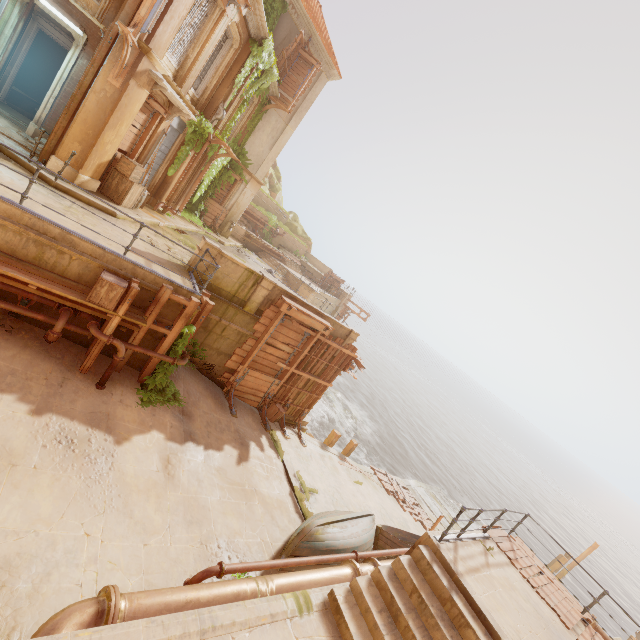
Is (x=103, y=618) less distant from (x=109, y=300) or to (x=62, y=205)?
(x=109, y=300)

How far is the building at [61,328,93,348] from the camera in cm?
793

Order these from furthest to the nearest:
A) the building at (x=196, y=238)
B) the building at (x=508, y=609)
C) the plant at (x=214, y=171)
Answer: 1. the plant at (x=214, y=171)
2. the building at (x=196, y=238)
3. the building at (x=508, y=609)

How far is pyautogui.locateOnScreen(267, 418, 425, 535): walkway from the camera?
12.1m

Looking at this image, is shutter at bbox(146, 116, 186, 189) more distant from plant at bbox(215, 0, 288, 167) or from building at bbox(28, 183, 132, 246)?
building at bbox(28, 183, 132, 246)

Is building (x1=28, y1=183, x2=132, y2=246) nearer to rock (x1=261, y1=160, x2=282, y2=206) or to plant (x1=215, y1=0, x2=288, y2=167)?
plant (x1=215, y1=0, x2=288, y2=167)

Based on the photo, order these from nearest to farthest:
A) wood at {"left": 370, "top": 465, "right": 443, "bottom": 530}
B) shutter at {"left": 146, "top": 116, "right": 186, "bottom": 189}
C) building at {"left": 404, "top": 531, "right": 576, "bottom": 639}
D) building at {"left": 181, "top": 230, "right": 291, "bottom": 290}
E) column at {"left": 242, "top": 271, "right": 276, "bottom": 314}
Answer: building at {"left": 404, "top": 531, "right": 576, "bottom": 639} → column at {"left": 242, "top": 271, "right": 276, "bottom": 314} → shutter at {"left": 146, "top": 116, "right": 186, "bottom": 189} → building at {"left": 181, "top": 230, "right": 291, "bottom": 290} → wood at {"left": 370, "top": 465, "right": 443, "bottom": 530}

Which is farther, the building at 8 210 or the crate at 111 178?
the crate at 111 178
